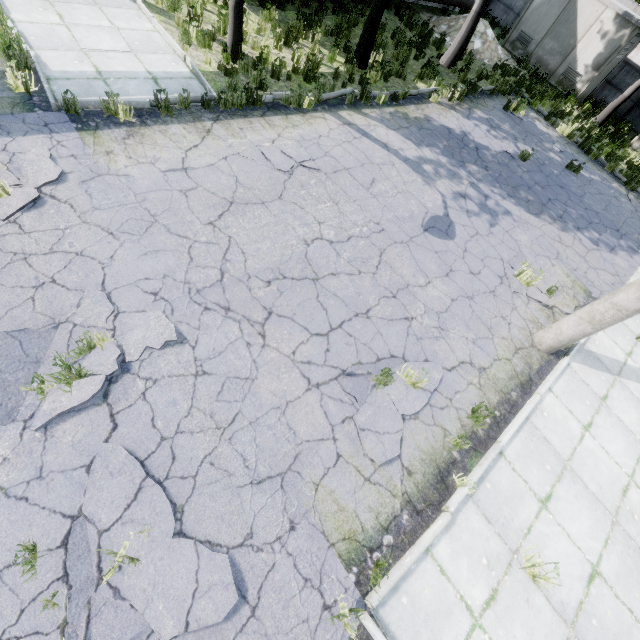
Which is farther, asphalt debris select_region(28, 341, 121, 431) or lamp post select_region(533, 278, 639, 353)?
lamp post select_region(533, 278, 639, 353)

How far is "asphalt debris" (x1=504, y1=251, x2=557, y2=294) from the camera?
7.4m

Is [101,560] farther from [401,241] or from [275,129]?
[275,129]

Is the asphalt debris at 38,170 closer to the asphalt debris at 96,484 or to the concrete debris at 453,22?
the asphalt debris at 96,484

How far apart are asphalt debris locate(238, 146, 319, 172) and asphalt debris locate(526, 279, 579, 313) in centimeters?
491cm

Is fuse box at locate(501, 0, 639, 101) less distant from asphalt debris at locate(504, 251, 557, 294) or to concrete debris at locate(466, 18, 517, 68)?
concrete debris at locate(466, 18, 517, 68)

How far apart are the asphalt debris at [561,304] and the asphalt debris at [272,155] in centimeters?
491cm

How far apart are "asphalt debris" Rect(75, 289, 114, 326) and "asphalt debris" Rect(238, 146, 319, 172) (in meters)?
3.99
